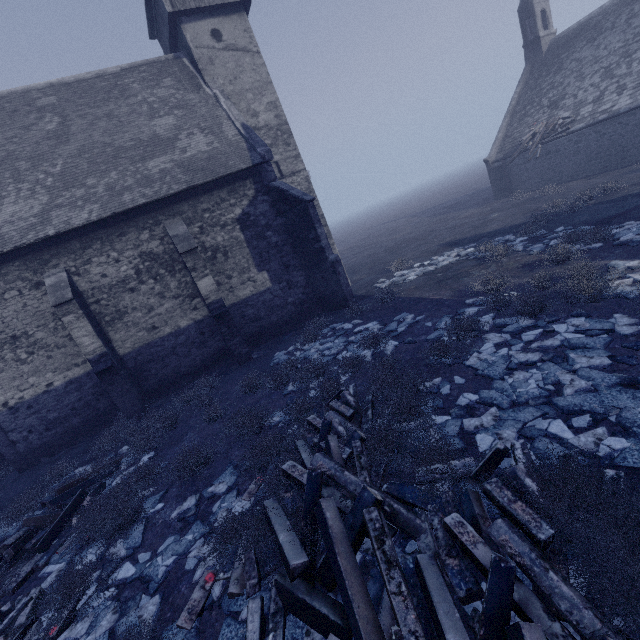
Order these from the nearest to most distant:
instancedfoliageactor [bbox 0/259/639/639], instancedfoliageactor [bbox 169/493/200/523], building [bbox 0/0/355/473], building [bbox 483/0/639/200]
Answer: instancedfoliageactor [bbox 0/259/639/639], instancedfoliageactor [bbox 169/493/200/523], building [bbox 0/0/355/473], building [bbox 483/0/639/200]

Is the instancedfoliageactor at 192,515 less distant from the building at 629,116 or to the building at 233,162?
the building at 233,162

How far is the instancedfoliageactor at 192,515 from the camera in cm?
573

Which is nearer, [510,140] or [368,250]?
[510,140]

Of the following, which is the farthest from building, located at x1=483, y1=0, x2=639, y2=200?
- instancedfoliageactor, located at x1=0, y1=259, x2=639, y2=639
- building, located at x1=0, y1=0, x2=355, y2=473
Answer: building, located at x1=0, y1=0, x2=355, y2=473

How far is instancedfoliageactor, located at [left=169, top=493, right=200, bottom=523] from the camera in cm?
573
